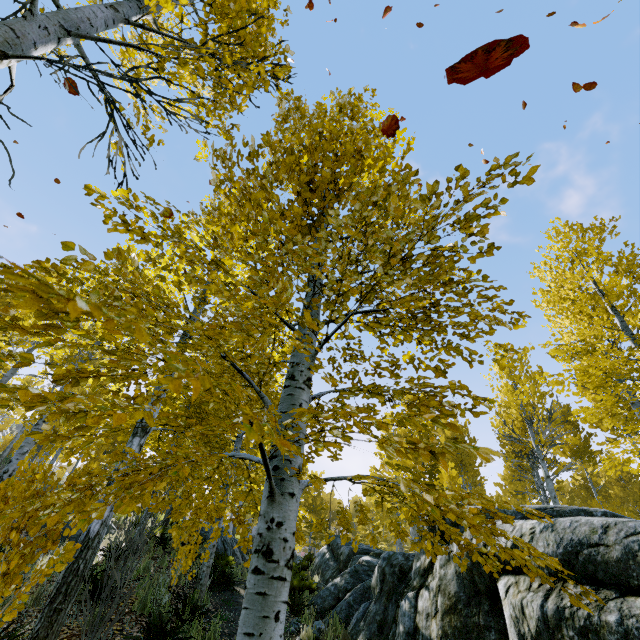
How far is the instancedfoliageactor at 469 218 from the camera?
2.0 meters

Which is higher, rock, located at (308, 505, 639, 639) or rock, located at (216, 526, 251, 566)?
rock, located at (216, 526, 251, 566)

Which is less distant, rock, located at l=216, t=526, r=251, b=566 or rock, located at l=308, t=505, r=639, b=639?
rock, located at l=308, t=505, r=639, b=639

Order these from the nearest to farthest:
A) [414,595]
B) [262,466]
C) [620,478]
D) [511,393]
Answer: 1. [414,595]
2. [511,393]
3. [620,478]
4. [262,466]

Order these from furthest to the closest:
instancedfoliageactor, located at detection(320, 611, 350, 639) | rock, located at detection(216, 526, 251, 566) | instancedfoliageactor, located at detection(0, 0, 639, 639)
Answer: rock, located at detection(216, 526, 251, 566) < instancedfoliageactor, located at detection(320, 611, 350, 639) < instancedfoliageactor, located at detection(0, 0, 639, 639)

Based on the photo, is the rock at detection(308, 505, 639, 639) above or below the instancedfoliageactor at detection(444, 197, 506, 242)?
below

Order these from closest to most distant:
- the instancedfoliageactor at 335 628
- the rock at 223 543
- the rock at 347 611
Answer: the rock at 347 611
the instancedfoliageactor at 335 628
the rock at 223 543

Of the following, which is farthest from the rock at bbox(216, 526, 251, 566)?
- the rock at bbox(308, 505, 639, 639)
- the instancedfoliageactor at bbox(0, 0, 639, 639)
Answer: the rock at bbox(308, 505, 639, 639)
